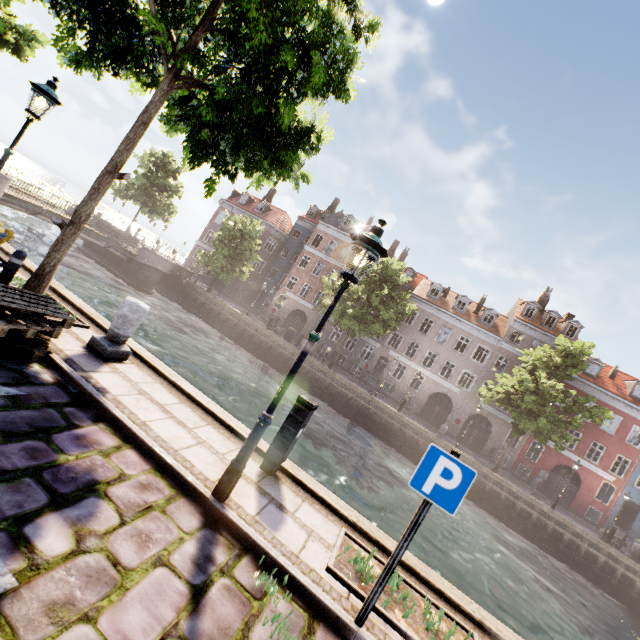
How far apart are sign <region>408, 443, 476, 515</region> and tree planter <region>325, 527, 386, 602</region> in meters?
1.4 m

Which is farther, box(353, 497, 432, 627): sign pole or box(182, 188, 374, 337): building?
box(182, 188, 374, 337): building

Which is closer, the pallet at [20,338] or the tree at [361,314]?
the pallet at [20,338]

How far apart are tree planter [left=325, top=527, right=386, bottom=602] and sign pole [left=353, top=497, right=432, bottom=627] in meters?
0.4

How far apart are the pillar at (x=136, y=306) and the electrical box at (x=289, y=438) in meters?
3.2 m

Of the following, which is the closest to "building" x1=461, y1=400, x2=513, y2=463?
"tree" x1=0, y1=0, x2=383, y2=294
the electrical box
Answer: "tree" x1=0, y1=0, x2=383, y2=294

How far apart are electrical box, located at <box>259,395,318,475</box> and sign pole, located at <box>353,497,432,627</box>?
2.1m

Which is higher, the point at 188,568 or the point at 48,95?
the point at 48,95
